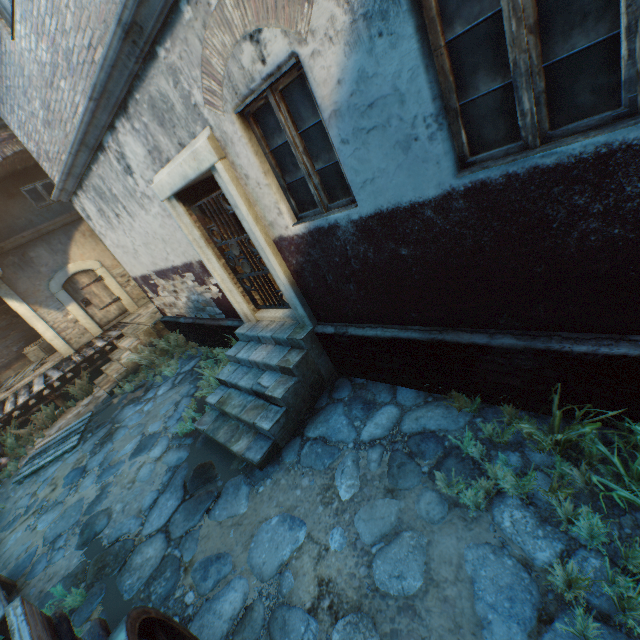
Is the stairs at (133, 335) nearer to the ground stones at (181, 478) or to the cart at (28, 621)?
the ground stones at (181, 478)

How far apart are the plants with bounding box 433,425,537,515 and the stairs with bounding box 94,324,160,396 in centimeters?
949cm

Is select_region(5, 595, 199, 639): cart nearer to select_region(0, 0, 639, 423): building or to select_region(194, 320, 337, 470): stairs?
select_region(0, 0, 639, 423): building

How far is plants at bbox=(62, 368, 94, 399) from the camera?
9.7m

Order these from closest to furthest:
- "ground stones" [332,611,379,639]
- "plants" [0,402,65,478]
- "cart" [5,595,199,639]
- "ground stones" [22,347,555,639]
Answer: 1. "cart" [5,595,199,639]
2. "ground stones" [332,611,379,639]
3. "ground stones" [22,347,555,639]
4. "plants" [0,402,65,478]

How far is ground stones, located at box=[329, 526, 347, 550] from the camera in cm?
308

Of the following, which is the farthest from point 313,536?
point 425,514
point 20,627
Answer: point 20,627

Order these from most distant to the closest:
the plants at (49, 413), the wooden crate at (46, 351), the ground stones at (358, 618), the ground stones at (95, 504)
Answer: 1. the wooden crate at (46, 351)
2. the plants at (49, 413)
3. the ground stones at (95, 504)
4. the ground stones at (358, 618)
